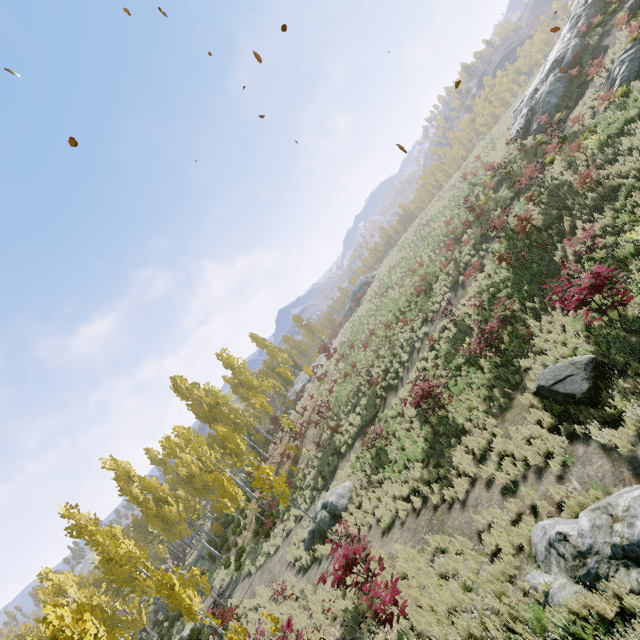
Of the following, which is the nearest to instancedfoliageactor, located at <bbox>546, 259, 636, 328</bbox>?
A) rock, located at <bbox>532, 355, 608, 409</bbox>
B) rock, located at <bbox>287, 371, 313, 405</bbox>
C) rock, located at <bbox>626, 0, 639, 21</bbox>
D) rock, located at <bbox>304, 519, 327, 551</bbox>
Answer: rock, located at <bbox>287, 371, 313, 405</bbox>

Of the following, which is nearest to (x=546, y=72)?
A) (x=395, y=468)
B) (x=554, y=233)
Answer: (x=554, y=233)

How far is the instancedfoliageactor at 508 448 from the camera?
7.65m

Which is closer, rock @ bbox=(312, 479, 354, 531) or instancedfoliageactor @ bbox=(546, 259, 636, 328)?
instancedfoliageactor @ bbox=(546, 259, 636, 328)

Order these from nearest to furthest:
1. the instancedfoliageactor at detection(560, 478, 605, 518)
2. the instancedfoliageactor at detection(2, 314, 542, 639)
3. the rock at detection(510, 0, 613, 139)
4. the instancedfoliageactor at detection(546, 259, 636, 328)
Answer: the instancedfoliageactor at detection(560, 478, 605, 518) < the instancedfoliageactor at detection(2, 314, 542, 639) < the instancedfoliageactor at detection(546, 259, 636, 328) < the rock at detection(510, 0, 613, 139)

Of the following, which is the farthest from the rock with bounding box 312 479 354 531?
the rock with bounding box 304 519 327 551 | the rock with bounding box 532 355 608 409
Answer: the rock with bounding box 532 355 608 409

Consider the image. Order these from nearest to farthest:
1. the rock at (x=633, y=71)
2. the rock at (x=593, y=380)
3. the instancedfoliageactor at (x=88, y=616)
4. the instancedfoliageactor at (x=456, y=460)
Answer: the instancedfoliageactor at (x=88, y=616) → the rock at (x=593, y=380) → the instancedfoliageactor at (x=456, y=460) → the rock at (x=633, y=71)

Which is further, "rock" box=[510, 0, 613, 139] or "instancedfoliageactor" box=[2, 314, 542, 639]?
"rock" box=[510, 0, 613, 139]
